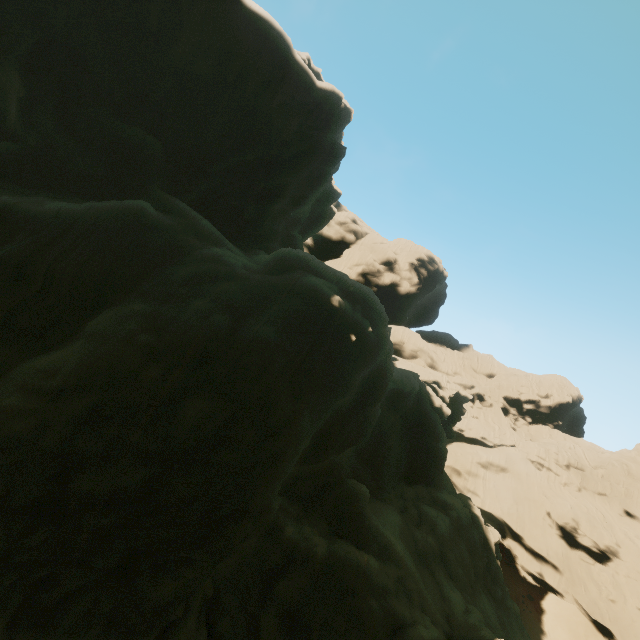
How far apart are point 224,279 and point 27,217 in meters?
11.5
